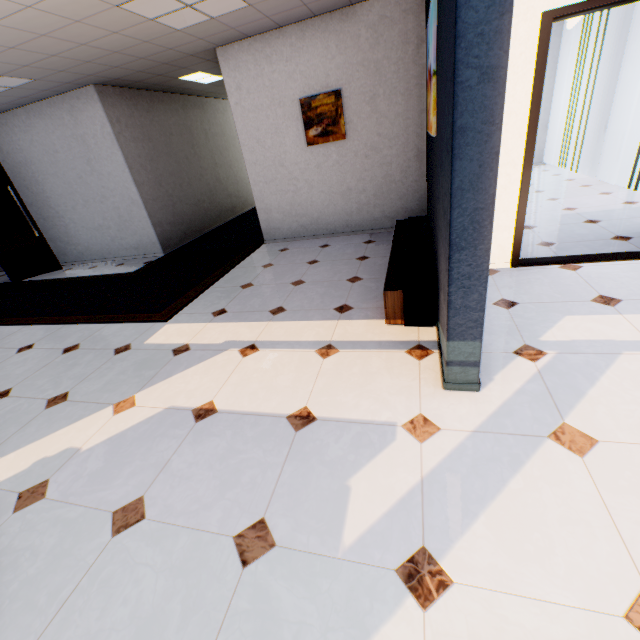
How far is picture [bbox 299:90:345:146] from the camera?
4.8 meters

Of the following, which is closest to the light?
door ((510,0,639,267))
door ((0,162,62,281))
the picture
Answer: the picture

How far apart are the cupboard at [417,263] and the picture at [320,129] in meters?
1.6

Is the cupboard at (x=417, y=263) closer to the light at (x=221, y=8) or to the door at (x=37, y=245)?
the light at (x=221, y=8)

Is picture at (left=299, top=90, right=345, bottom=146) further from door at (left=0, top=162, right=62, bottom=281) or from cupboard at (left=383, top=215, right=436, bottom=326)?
door at (left=0, top=162, right=62, bottom=281)

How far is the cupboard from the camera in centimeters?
268cm

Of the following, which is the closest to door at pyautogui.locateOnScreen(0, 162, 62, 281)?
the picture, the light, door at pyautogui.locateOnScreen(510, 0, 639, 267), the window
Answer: the light

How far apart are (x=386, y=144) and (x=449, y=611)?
5.3 meters
